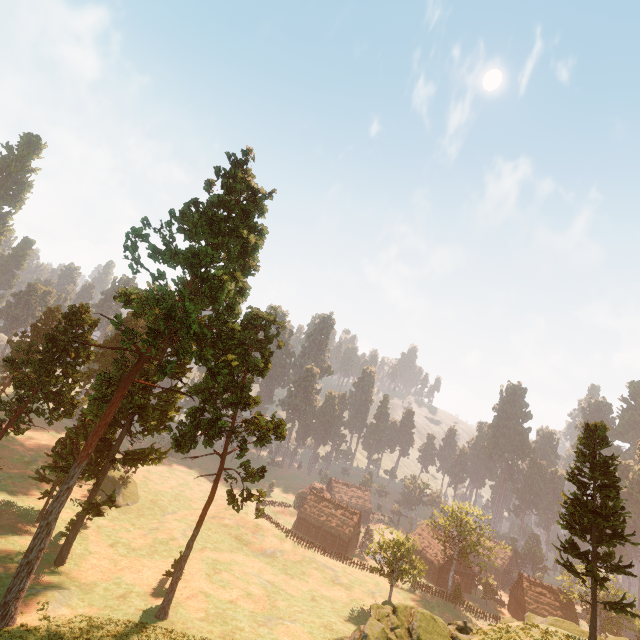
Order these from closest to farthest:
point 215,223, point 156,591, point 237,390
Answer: point 215,223 < point 156,591 < point 237,390

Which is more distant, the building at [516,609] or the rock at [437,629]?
the building at [516,609]

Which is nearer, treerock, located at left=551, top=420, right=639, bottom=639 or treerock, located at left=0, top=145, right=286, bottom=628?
treerock, located at left=551, top=420, right=639, bottom=639

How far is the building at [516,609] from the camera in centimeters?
5553cm

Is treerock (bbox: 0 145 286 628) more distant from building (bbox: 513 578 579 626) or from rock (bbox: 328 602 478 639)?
rock (bbox: 328 602 478 639)
